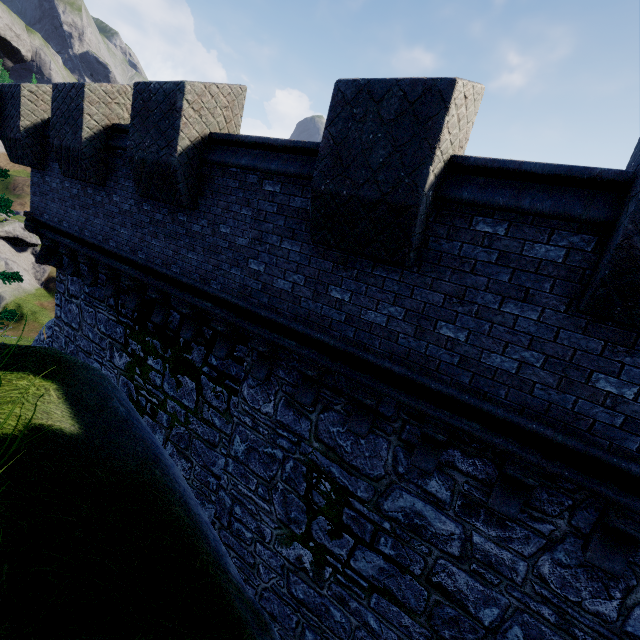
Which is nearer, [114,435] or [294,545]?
[114,435]
